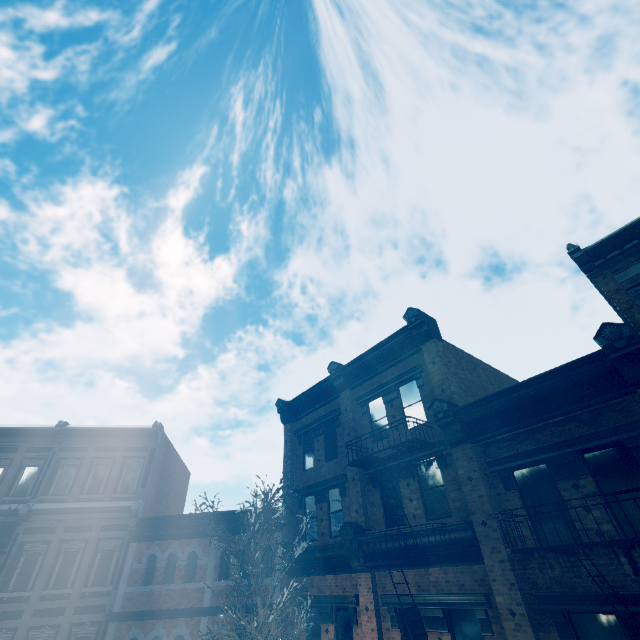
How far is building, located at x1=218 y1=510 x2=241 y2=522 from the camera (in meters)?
15.46

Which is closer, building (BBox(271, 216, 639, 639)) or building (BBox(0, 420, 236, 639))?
building (BBox(271, 216, 639, 639))

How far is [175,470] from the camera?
22.2 meters

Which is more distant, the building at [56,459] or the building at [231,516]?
the building at [231,516]

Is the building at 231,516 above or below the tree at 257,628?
above

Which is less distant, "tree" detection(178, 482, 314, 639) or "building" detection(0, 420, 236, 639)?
"tree" detection(178, 482, 314, 639)
